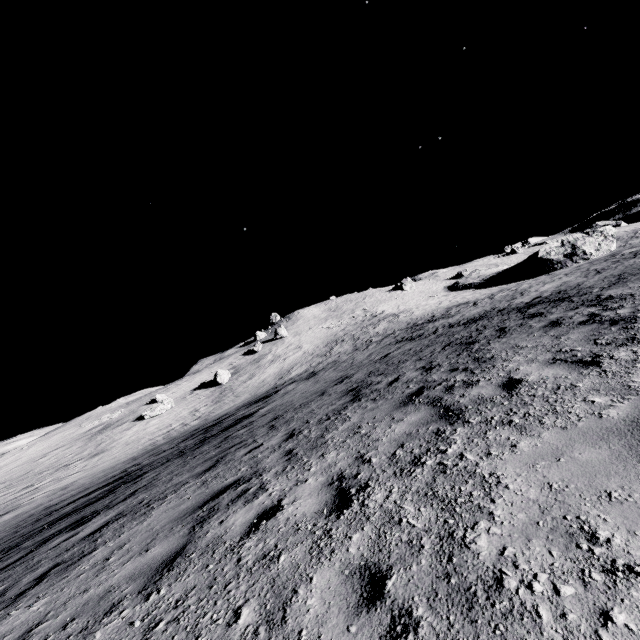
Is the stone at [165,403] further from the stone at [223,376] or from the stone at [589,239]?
the stone at [589,239]

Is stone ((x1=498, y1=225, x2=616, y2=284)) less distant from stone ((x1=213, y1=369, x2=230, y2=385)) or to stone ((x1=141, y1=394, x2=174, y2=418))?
stone ((x1=213, y1=369, x2=230, y2=385))

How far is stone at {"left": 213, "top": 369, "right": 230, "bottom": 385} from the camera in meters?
45.2

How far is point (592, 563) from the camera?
1.9 meters

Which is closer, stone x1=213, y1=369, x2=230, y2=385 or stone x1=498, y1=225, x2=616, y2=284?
stone x1=213, y1=369, x2=230, y2=385

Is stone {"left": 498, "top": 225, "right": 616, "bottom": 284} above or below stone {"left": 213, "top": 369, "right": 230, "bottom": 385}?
below

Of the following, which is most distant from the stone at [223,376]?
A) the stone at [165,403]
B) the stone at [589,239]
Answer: the stone at [589,239]
